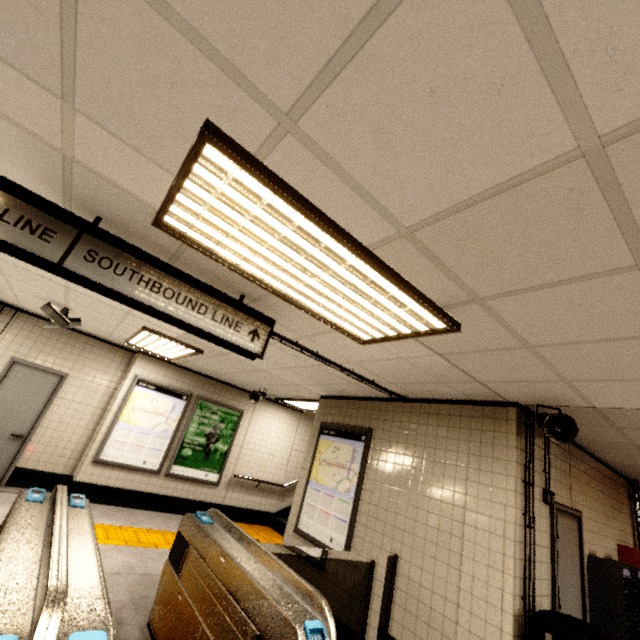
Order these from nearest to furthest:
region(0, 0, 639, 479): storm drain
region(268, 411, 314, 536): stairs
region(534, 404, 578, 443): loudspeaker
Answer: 1. region(0, 0, 639, 479): storm drain
2. region(534, 404, 578, 443): loudspeaker
3. region(268, 411, 314, 536): stairs

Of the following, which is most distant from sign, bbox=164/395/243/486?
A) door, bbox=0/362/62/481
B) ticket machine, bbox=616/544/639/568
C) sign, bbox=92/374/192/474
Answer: ticket machine, bbox=616/544/639/568

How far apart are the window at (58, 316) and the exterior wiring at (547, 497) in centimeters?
693cm

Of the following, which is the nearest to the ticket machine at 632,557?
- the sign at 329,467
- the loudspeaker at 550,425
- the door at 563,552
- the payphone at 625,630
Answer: the payphone at 625,630

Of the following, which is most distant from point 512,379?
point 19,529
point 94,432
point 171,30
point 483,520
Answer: point 94,432

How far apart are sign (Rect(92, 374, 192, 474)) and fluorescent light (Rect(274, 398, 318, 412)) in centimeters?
197cm

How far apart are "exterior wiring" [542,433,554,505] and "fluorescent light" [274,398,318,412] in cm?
392

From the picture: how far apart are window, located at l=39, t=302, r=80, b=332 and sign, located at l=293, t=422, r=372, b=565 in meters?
4.5
